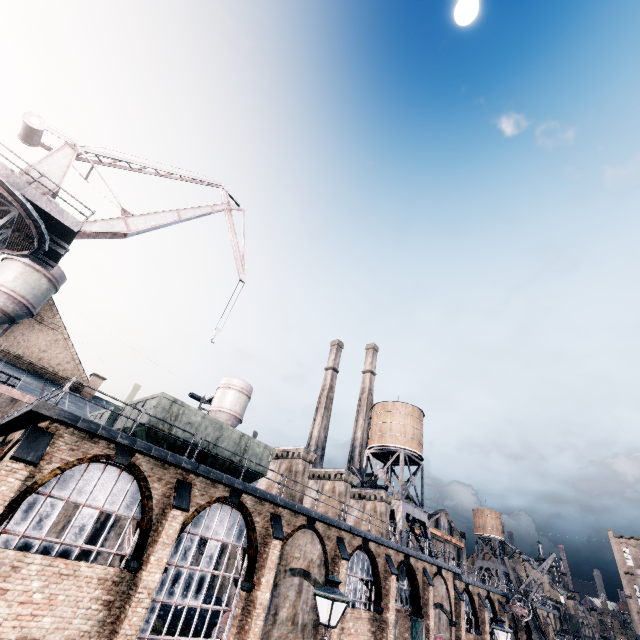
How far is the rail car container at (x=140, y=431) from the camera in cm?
1563

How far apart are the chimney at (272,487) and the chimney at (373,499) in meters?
3.8

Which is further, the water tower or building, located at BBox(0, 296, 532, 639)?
the water tower

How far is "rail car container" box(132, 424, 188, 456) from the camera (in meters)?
15.63

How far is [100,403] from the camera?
37.9m

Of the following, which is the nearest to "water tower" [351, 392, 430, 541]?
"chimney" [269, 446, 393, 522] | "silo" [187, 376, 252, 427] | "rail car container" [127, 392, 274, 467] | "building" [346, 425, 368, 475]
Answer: "chimney" [269, 446, 393, 522]

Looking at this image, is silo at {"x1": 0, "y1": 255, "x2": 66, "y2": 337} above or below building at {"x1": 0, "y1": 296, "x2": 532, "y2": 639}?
above

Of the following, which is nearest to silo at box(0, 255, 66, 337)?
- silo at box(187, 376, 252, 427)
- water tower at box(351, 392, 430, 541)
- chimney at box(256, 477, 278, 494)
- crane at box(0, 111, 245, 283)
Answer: crane at box(0, 111, 245, 283)
